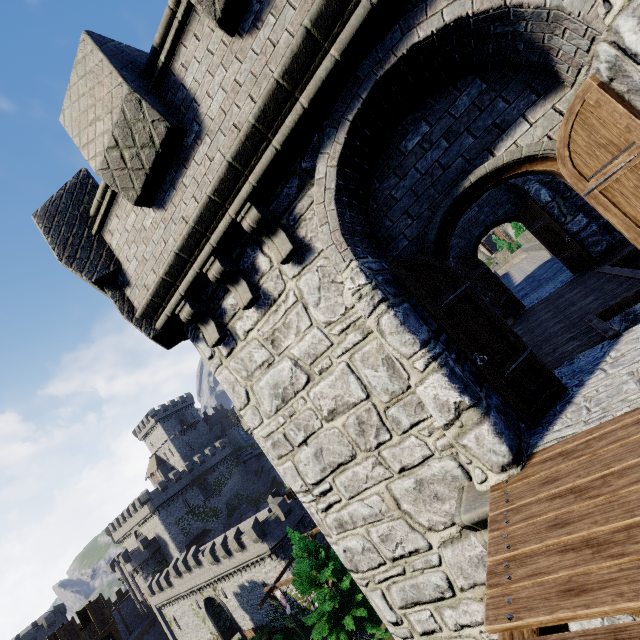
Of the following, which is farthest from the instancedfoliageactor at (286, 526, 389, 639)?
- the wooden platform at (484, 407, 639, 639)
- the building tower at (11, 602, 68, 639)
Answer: the building tower at (11, 602, 68, 639)

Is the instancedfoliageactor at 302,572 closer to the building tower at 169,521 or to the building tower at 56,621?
the building tower at 169,521

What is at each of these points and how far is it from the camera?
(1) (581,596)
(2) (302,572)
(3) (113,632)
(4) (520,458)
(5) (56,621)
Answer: (1) wooden platform, 1.90m
(2) instancedfoliageactor, 21.48m
(3) walkway, 24.05m
(4) building, 3.37m
(5) building tower, 50.81m

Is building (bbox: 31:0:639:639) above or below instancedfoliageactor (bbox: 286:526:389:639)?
above

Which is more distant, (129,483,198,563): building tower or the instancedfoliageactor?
(129,483,198,563): building tower

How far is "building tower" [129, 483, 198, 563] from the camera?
57.1m

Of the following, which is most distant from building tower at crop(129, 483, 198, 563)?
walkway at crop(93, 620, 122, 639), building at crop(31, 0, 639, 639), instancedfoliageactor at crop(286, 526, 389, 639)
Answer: building at crop(31, 0, 639, 639)

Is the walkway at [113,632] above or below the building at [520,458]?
below
